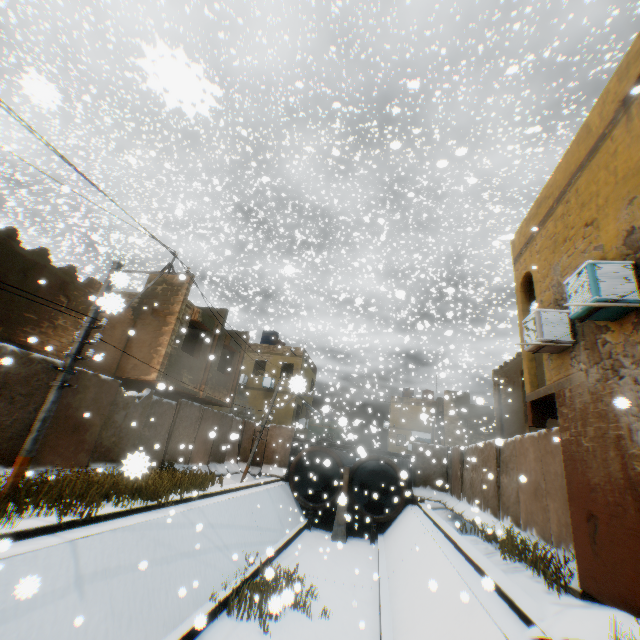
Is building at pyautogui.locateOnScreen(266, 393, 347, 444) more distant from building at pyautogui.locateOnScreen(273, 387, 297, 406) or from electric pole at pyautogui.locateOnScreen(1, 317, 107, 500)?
electric pole at pyautogui.locateOnScreen(1, 317, 107, 500)

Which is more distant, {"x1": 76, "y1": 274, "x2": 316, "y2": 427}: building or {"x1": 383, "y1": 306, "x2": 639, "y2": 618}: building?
{"x1": 76, "y1": 274, "x2": 316, "y2": 427}: building

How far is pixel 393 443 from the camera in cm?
3984

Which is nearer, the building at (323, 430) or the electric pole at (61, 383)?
the electric pole at (61, 383)

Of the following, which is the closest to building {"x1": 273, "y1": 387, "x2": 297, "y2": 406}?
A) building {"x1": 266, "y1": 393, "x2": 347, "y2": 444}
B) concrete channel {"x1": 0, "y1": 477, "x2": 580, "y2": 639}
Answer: concrete channel {"x1": 0, "y1": 477, "x2": 580, "y2": 639}

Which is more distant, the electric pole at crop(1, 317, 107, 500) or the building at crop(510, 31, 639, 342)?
the electric pole at crop(1, 317, 107, 500)

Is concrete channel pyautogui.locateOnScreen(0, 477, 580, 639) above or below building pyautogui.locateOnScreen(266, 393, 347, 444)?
below

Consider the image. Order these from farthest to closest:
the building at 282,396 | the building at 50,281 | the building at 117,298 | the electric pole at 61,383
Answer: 1. the building at 282,396
2. the building at 50,281
3. the electric pole at 61,383
4. the building at 117,298
